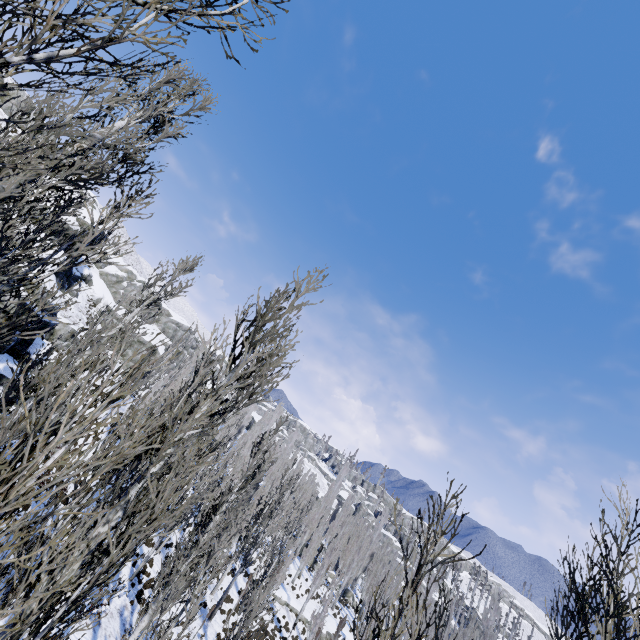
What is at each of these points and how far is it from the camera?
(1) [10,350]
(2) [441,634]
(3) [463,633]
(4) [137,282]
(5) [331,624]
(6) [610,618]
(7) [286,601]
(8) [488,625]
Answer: (1) rock, 17.4 meters
(2) instancedfoliageactor, 2.6 meters
(3) instancedfoliageactor, 40.7 meters
(4) rock, 53.5 meters
(5) rock, 34.2 meters
(6) instancedfoliageactor, 5.7 meters
(7) rock, 33.1 meters
(8) instancedfoliageactor, 46.9 meters

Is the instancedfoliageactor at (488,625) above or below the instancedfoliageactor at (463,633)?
above

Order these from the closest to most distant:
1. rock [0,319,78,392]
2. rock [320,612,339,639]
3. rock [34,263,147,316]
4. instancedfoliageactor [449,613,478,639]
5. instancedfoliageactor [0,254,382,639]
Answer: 1. instancedfoliageactor [0,254,382,639]
2. rock [0,319,78,392]
3. rock [320,612,339,639]
4. rock [34,263,147,316]
5. instancedfoliageactor [449,613,478,639]

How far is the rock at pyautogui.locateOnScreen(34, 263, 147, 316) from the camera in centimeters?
3431cm

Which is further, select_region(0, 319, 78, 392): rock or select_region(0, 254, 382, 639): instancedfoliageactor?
select_region(0, 319, 78, 392): rock

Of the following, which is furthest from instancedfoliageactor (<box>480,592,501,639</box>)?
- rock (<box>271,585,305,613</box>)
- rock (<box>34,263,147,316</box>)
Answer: rock (<box>34,263,147,316</box>)

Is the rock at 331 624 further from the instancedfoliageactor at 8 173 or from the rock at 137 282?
the rock at 137 282
